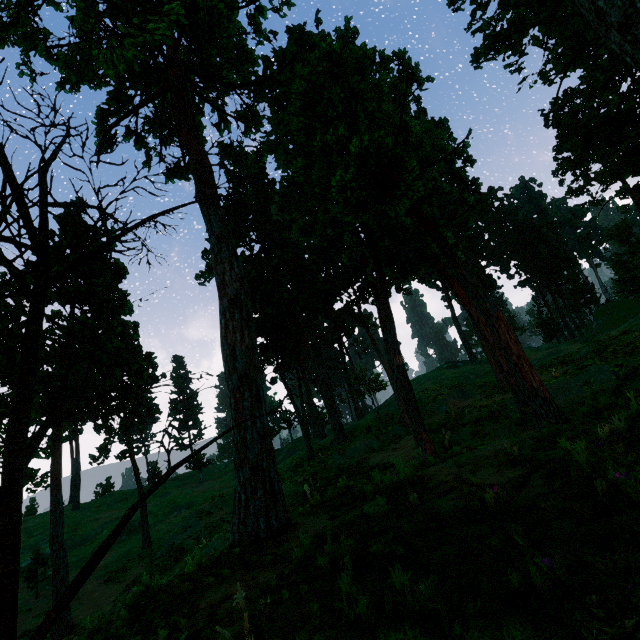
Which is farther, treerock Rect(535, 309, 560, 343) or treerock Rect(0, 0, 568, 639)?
treerock Rect(535, 309, 560, 343)

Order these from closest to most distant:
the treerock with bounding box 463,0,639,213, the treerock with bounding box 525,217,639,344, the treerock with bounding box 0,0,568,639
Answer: the treerock with bounding box 0,0,568,639 < the treerock with bounding box 463,0,639,213 < the treerock with bounding box 525,217,639,344

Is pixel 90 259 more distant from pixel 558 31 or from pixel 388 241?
pixel 558 31

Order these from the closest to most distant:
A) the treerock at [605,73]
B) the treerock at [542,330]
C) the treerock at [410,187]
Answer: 1. the treerock at [410,187]
2. the treerock at [605,73]
3. the treerock at [542,330]

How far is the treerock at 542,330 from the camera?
45.9m

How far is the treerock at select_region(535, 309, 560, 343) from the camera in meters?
45.9
